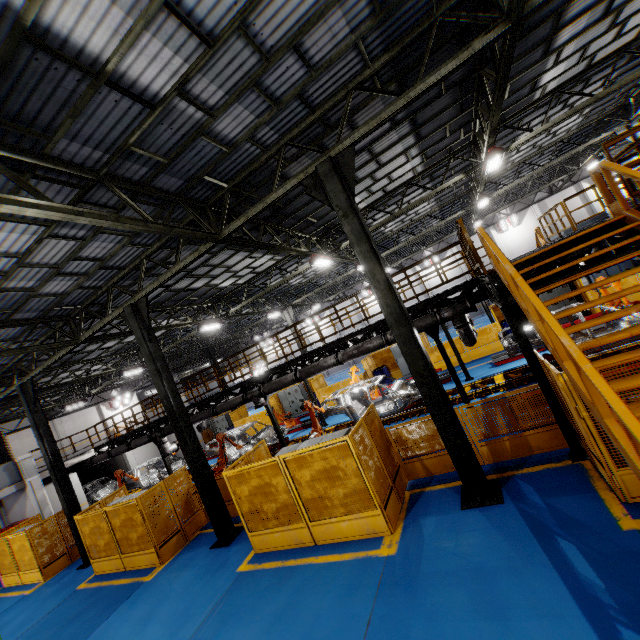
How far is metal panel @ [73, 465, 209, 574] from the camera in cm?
1035

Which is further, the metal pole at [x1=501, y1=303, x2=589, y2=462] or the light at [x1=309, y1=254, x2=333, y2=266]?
the light at [x1=309, y1=254, x2=333, y2=266]

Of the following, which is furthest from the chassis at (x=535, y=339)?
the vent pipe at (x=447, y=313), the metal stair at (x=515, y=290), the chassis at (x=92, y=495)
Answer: the metal stair at (x=515, y=290)

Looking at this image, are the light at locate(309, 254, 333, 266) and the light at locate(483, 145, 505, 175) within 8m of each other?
yes

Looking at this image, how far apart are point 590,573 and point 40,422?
18.19m

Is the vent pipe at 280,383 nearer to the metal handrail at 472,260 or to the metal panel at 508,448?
the metal handrail at 472,260

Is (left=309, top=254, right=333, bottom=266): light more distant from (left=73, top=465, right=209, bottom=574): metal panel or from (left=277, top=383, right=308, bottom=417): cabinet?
(left=277, top=383, right=308, bottom=417): cabinet

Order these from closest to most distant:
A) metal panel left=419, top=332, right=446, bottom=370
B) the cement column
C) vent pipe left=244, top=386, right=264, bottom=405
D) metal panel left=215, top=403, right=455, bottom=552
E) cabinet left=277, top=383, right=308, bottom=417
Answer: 1. metal panel left=215, top=403, right=455, bottom=552
2. vent pipe left=244, top=386, right=264, bottom=405
3. the cement column
4. metal panel left=419, top=332, right=446, bottom=370
5. cabinet left=277, top=383, right=308, bottom=417
